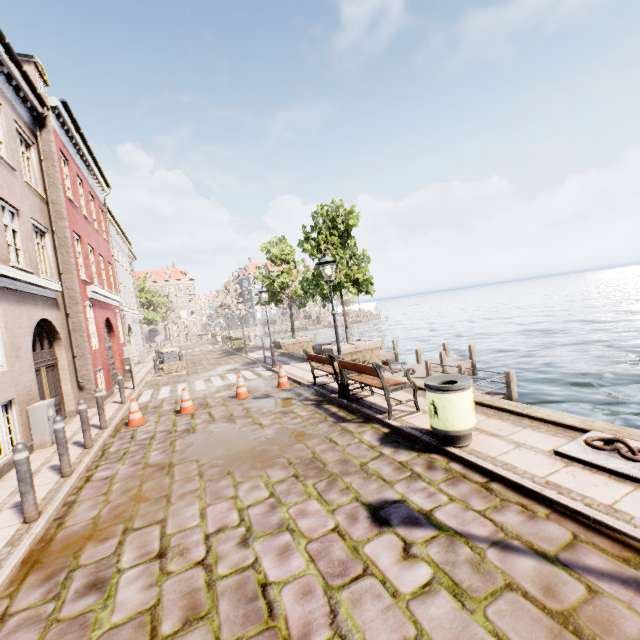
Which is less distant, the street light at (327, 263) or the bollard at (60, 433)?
the bollard at (60, 433)

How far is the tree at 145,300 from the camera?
44.5m

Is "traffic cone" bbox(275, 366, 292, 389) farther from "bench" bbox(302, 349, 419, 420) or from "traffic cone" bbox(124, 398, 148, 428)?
"traffic cone" bbox(124, 398, 148, 428)

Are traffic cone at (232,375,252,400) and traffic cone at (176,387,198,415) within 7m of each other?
yes

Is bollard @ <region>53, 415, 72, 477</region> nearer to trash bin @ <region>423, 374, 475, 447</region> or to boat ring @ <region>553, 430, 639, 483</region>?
trash bin @ <region>423, 374, 475, 447</region>

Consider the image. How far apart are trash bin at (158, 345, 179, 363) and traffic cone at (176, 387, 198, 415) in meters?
10.9

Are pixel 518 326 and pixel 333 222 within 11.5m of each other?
no

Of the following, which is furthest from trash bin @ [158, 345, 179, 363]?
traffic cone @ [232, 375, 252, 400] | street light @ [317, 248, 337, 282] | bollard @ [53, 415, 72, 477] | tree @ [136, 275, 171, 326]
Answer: tree @ [136, 275, 171, 326]
